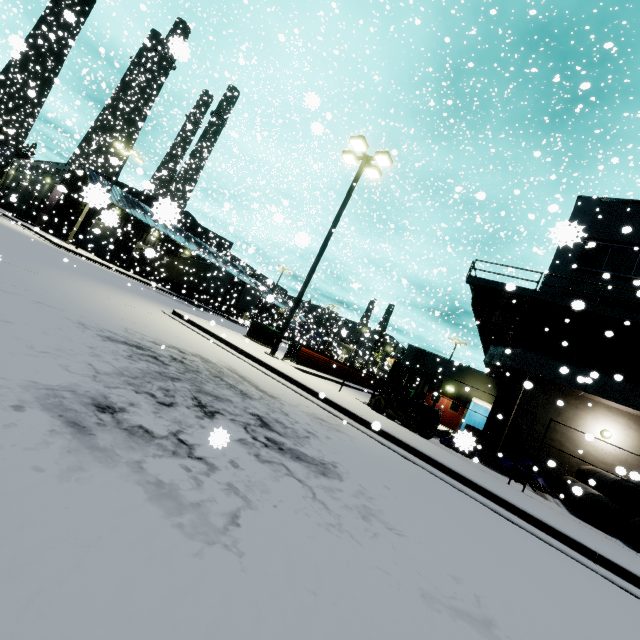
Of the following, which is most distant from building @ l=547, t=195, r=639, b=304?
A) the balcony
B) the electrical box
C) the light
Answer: the electrical box

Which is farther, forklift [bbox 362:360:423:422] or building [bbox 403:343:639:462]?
building [bbox 403:343:639:462]

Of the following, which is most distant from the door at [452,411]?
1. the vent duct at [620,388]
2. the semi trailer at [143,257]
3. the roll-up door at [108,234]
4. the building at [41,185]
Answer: the roll-up door at [108,234]

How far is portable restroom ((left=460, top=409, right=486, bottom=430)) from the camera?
22.0 meters

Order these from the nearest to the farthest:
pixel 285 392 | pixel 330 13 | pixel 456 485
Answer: pixel 456 485
pixel 285 392
pixel 330 13

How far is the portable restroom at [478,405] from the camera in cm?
2212

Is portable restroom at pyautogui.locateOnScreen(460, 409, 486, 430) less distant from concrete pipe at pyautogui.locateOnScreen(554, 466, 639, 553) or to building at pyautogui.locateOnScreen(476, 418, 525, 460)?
building at pyautogui.locateOnScreen(476, 418, 525, 460)

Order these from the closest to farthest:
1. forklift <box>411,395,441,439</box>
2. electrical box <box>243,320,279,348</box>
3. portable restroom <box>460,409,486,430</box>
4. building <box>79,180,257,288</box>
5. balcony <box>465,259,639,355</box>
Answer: building <box>79,180,257,288</box>
forklift <box>411,395,441,439</box>
balcony <box>465,259,639,355</box>
electrical box <box>243,320,279,348</box>
portable restroom <box>460,409,486,430</box>
